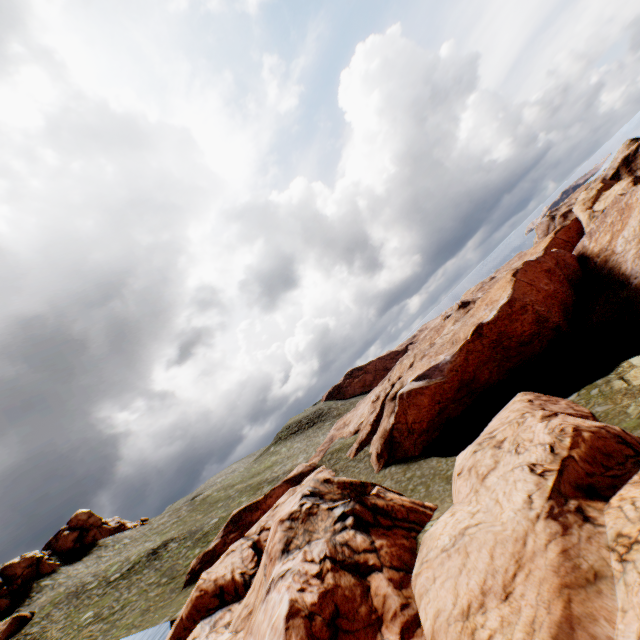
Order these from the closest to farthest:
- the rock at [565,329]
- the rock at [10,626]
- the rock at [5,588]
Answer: the rock at [565,329] < the rock at [10,626] < the rock at [5,588]

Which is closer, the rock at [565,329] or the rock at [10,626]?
the rock at [565,329]

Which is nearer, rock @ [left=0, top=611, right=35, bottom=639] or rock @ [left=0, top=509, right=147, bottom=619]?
rock @ [left=0, top=611, right=35, bottom=639]

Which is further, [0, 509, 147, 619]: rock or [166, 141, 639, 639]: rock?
[0, 509, 147, 619]: rock

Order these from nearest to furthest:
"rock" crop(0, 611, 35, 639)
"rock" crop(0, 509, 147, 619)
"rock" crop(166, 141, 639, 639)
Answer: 1. "rock" crop(166, 141, 639, 639)
2. "rock" crop(0, 611, 35, 639)
3. "rock" crop(0, 509, 147, 619)

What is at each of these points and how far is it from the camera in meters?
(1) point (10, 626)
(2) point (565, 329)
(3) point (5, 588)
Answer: (1) rock, 36.0
(2) rock, 36.2
(3) rock, 43.2

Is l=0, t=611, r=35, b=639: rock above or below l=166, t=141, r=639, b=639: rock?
above
